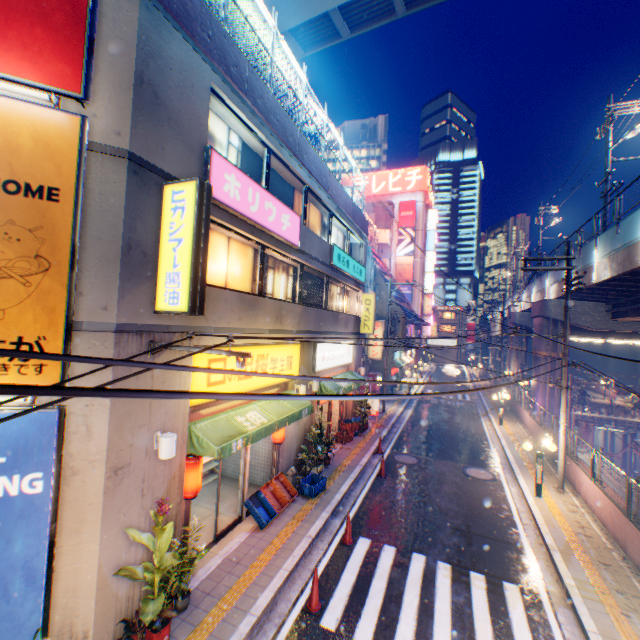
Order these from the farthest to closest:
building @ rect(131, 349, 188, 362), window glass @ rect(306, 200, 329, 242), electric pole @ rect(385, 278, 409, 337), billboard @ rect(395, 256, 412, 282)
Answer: billboard @ rect(395, 256, 412, 282), electric pole @ rect(385, 278, 409, 337), window glass @ rect(306, 200, 329, 242), building @ rect(131, 349, 188, 362)

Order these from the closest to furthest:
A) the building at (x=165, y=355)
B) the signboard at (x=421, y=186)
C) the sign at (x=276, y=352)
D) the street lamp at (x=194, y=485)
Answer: the building at (x=165, y=355), the street lamp at (x=194, y=485), the sign at (x=276, y=352), the signboard at (x=421, y=186)

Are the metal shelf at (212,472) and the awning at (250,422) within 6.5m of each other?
yes

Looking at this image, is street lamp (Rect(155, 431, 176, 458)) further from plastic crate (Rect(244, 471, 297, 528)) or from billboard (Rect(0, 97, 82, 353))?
plastic crate (Rect(244, 471, 297, 528))

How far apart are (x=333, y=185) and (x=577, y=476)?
15.7m

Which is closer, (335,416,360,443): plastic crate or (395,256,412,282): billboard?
(335,416,360,443): plastic crate

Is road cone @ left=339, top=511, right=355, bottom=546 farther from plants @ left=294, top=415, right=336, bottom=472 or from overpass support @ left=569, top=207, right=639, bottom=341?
overpass support @ left=569, top=207, right=639, bottom=341

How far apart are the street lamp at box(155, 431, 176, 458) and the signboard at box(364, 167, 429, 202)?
53.8m
